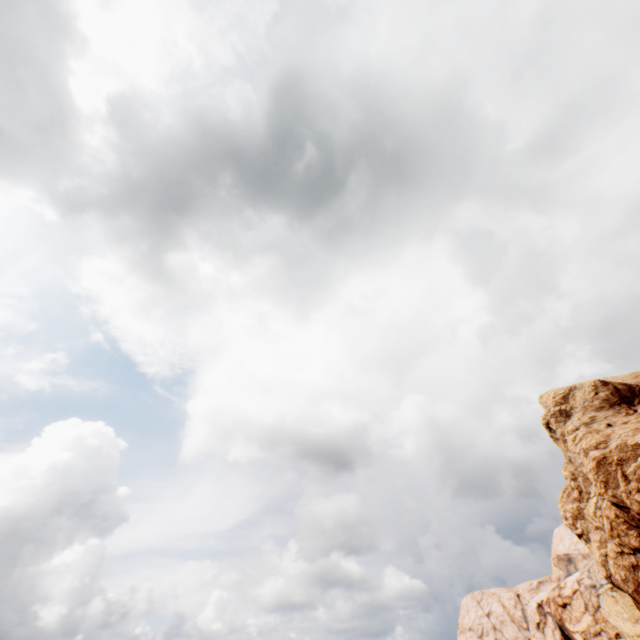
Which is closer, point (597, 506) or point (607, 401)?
point (597, 506)
